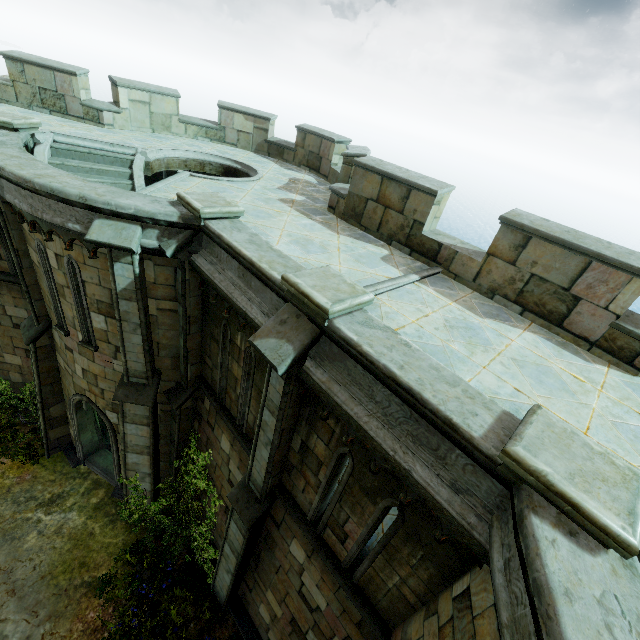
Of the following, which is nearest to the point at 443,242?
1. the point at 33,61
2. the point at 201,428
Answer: the point at 201,428

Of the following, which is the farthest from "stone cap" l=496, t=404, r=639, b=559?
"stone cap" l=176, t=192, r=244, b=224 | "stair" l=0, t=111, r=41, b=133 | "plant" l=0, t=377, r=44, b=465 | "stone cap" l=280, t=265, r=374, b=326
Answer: "plant" l=0, t=377, r=44, b=465

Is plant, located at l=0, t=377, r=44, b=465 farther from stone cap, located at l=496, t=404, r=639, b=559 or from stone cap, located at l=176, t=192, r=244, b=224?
stone cap, located at l=496, t=404, r=639, b=559

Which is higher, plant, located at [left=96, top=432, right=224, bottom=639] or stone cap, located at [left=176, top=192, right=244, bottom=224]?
stone cap, located at [left=176, top=192, right=244, bottom=224]

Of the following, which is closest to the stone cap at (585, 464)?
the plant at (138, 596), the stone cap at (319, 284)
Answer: the stone cap at (319, 284)

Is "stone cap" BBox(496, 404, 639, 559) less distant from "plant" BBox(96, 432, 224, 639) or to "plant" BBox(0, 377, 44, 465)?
"plant" BBox(96, 432, 224, 639)

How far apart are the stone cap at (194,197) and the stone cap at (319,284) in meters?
2.4 m

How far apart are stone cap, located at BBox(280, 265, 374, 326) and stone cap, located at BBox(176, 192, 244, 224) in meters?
2.4 m
